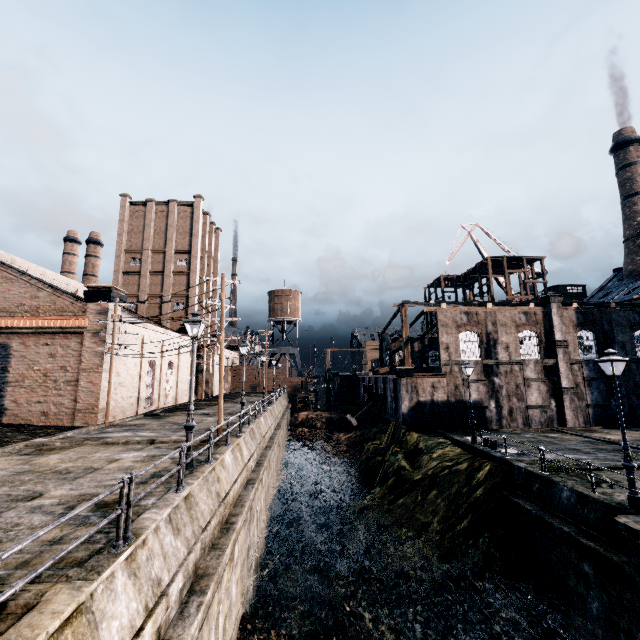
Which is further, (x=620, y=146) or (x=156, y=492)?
(x=620, y=146)

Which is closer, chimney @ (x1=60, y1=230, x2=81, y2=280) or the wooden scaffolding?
the wooden scaffolding

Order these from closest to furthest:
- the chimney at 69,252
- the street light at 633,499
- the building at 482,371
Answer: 1. the street light at 633,499
2. the building at 482,371
3. the chimney at 69,252

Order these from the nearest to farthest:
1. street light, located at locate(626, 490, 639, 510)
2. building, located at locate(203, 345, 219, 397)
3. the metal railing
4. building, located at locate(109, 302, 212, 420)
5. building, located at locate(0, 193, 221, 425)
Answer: the metal railing, street light, located at locate(626, 490, 639, 510), building, located at locate(0, 193, 221, 425), building, located at locate(109, 302, 212, 420), building, located at locate(203, 345, 219, 397)

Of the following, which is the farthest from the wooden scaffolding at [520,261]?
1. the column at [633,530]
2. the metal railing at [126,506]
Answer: the column at [633,530]

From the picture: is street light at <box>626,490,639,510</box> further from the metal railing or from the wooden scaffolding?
the wooden scaffolding

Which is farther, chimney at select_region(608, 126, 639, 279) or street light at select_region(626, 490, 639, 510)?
chimney at select_region(608, 126, 639, 279)

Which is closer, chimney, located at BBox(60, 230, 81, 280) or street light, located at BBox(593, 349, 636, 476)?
street light, located at BBox(593, 349, 636, 476)
